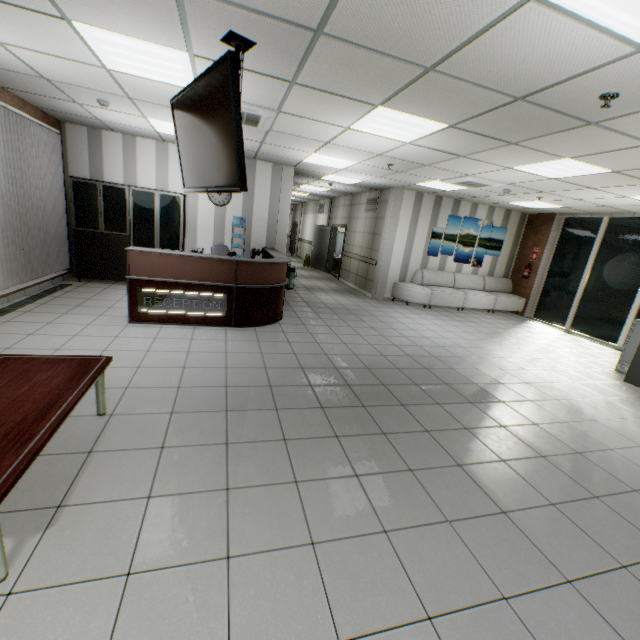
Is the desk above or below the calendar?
below

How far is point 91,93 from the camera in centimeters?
464cm

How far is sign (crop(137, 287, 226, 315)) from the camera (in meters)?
5.08

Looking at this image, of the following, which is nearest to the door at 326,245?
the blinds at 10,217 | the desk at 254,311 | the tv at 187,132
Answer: the desk at 254,311

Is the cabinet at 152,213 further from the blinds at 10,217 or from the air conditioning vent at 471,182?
the air conditioning vent at 471,182

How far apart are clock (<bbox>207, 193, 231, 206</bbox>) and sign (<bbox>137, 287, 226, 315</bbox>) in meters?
3.6 m

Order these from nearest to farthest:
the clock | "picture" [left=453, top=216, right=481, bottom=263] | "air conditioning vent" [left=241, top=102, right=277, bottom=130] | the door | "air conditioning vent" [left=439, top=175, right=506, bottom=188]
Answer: "air conditioning vent" [left=241, top=102, right=277, bottom=130], "air conditioning vent" [left=439, top=175, right=506, bottom=188], the clock, "picture" [left=453, top=216, right=481, bottom=263], the door

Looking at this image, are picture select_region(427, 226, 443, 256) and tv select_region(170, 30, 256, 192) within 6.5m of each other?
no
